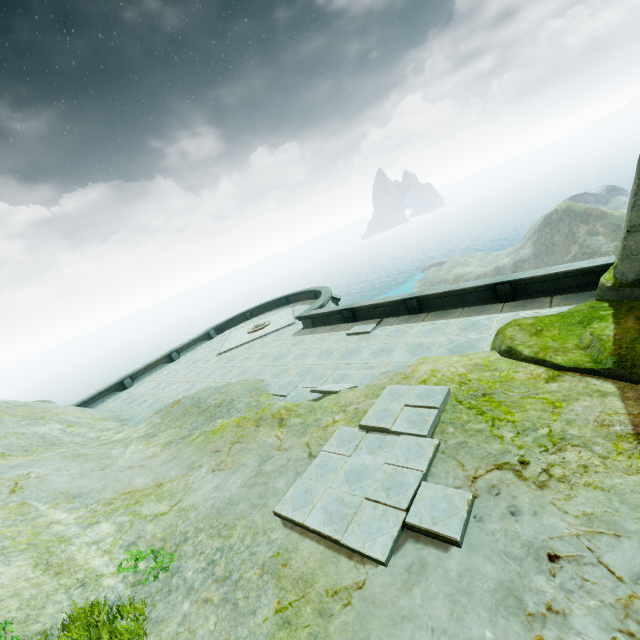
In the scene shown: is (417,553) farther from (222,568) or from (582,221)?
(582,221)
